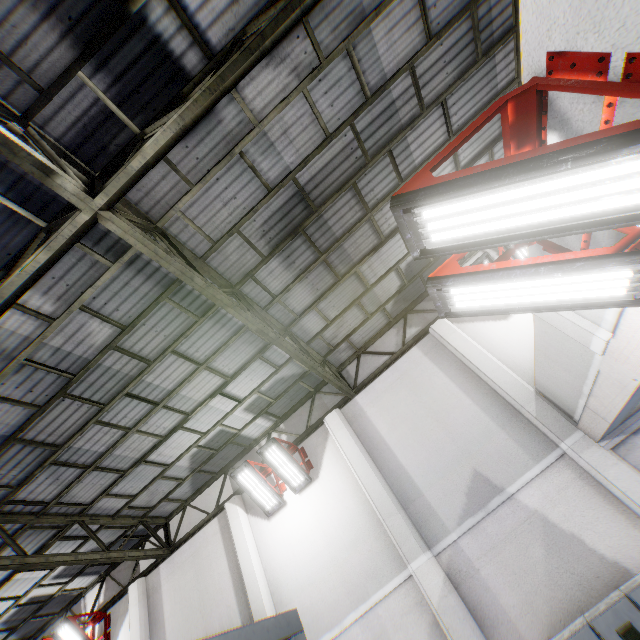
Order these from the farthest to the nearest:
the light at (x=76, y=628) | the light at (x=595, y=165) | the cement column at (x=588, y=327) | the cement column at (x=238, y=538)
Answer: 1. the light at (x=76, y=628)
2. the cement column at (x=238, y=538)
3. the cement column at (x=588, y=327)
4. the light at (x=595, y=165)

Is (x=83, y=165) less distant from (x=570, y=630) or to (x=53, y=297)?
(x=53, y=297)

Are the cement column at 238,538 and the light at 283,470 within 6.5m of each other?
yes

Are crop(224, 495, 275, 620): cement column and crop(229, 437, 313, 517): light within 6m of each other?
yes

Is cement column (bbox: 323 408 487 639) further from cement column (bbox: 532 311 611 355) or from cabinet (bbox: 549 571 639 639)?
cement column (bbox: 532 311 611 355)

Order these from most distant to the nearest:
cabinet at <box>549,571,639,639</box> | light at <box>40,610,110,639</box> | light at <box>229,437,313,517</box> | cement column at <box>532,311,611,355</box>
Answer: light at <box>40,610,110,639</box> < light at <box>229,437,313,517</box> < cabinet at <box>549,571,639,639</box> < cement column at <box>532,311,611,355</box>

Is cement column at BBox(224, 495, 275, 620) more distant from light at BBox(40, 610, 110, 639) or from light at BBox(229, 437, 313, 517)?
light at BBox(40, 610, 110, 639)

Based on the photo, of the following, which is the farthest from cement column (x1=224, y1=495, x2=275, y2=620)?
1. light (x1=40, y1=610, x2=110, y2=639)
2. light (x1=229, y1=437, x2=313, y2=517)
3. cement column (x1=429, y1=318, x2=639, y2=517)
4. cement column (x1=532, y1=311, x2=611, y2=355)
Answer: cement column (x1=532, y1=311, x2=611, y2=355)
